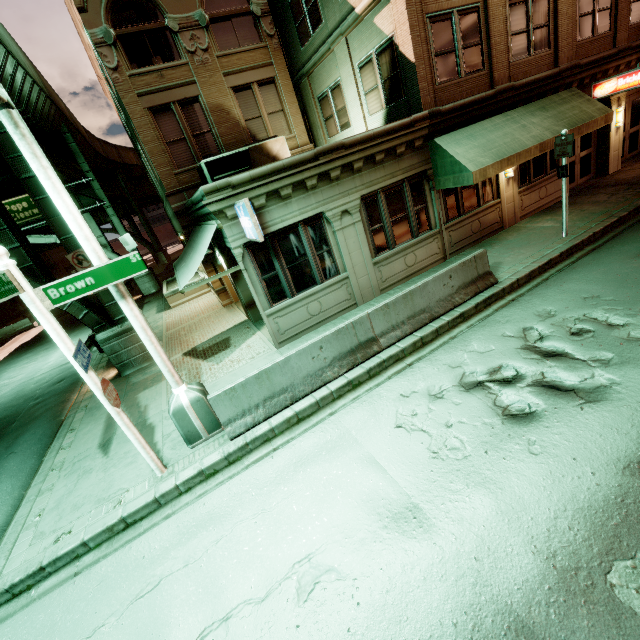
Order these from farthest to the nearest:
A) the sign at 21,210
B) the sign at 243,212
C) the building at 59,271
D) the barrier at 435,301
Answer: the building at 59,271 < the sign at 21,210 < the sign at 243,212 < the barrier at 435,301

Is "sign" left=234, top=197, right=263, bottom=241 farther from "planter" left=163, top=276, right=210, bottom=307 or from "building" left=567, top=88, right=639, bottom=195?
"planter" left=163, top=276, right=210, bottom=307

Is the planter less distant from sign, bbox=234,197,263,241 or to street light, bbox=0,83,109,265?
sign, bbox=234,197,263,241

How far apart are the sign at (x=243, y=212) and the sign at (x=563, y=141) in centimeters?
885cm

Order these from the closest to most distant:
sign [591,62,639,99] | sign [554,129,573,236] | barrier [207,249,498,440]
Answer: barrier [207,249,498,440]
sign [554,129,573,236]
sign [591,62,639,99]

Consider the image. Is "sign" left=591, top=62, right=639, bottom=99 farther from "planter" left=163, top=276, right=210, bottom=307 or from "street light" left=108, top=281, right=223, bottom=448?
"planter" left=163, top=276, right=210, bottom=307

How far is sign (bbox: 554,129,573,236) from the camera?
9.0m

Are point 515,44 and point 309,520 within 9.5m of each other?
no
